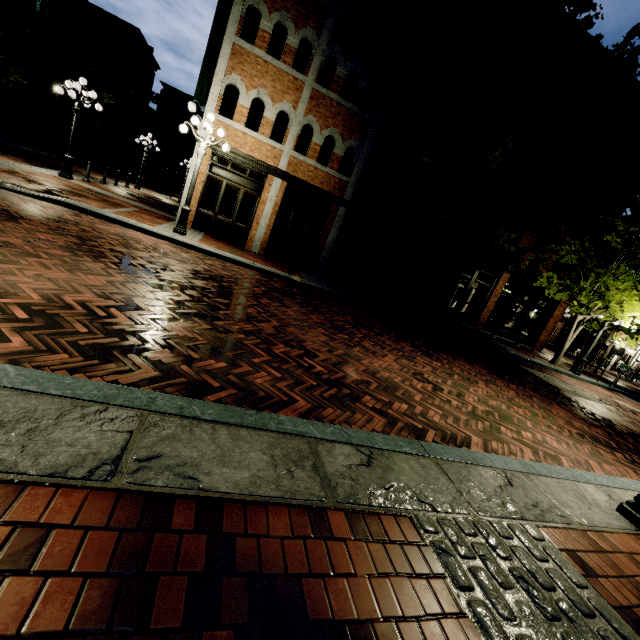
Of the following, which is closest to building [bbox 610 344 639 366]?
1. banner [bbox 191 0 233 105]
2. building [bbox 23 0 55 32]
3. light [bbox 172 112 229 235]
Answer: banner [bbox 191 0 233 105]

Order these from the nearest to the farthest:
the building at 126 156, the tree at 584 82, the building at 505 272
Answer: A: the tree at 584 82 → the building at 505 272 → the building at 126 156

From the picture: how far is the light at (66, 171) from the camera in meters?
11.7

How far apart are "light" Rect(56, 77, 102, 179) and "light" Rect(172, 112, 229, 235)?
5.9m

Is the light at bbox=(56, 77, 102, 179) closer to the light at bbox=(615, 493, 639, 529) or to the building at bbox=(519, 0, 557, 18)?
the building at bbox=(519, 0, 557, 18)

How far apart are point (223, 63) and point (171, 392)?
12.9 meters

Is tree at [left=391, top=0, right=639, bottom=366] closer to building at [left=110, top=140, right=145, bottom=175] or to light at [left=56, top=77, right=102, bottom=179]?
building at [left=110, top=140, right=145, bottom=175]

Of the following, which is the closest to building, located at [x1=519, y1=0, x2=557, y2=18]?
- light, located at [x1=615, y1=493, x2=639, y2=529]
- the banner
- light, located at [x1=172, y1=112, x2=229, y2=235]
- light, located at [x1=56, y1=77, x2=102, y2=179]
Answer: the banner
